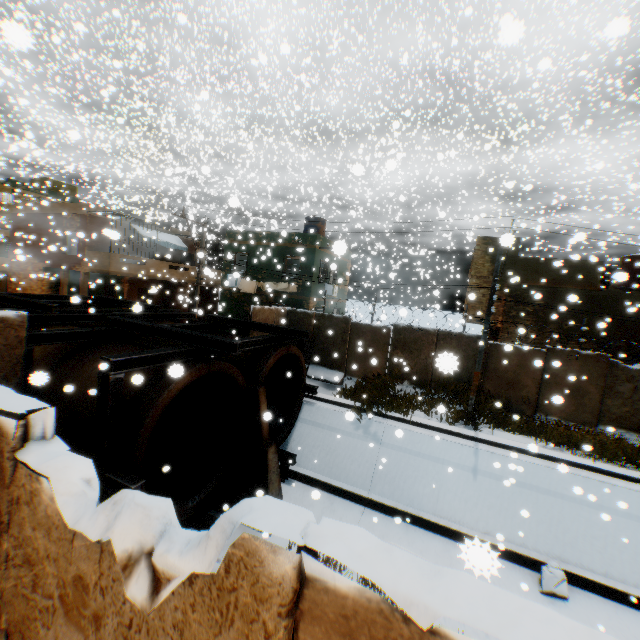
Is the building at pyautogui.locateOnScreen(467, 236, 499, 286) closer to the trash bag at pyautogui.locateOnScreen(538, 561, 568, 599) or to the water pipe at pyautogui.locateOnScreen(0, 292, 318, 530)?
the water pipe at pyautogui.locateOnScreen(0, 292, 318, 530)

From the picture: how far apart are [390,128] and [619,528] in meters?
43.5 m

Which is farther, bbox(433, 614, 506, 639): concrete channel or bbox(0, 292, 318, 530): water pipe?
bbox(433, 614, 506, 639): concrete channel

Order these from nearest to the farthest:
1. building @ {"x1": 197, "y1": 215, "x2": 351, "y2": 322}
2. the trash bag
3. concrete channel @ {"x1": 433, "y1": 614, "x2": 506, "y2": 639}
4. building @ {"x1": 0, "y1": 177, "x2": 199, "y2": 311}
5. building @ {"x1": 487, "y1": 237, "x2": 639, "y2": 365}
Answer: concrete channel @ {"x1": 433, "y1": 614, "x2": 506, "y2": 639}
the trash bag
building @ {"x1": 487, "y1": 237, "x2": 639, "y2": 365}
building @ {"x1": 197, "y1": 215, "x2": 351, "y2": 322}
building @ {"x1": 0, "y1": 177, "x2": 199, "y2": 311}

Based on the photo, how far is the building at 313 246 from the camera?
19.6 meters

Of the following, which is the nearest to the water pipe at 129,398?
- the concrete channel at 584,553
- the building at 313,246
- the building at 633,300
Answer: the concrete channel at 584,553

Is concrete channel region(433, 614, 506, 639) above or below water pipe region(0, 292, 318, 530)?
below

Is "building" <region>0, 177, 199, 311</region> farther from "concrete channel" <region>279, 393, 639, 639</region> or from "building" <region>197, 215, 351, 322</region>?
"concrete channel" <region>279, 393, 639, 639</region>
